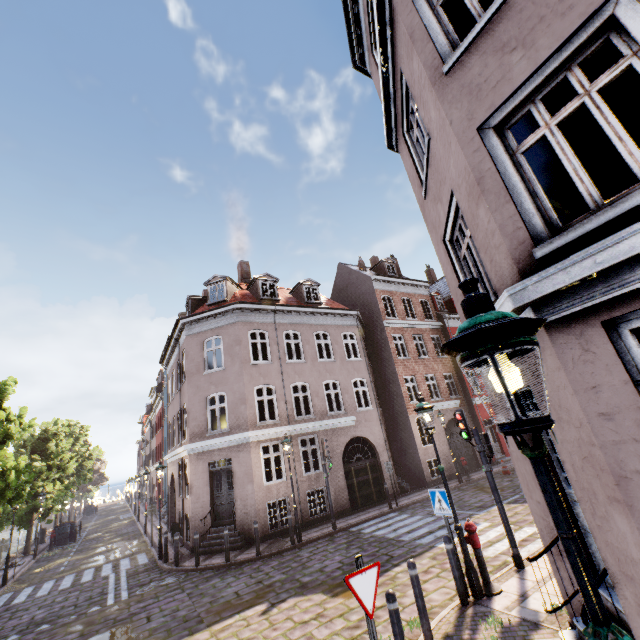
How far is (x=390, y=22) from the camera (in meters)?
5.75

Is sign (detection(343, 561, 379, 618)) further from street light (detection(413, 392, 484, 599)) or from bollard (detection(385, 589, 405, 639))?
street light (detection(413, 392, 484, 599))

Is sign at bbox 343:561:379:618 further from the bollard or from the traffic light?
the traffic light

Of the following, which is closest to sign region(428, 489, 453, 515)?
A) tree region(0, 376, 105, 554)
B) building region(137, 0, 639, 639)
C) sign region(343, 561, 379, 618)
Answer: building region(137, 0, 639, 639)

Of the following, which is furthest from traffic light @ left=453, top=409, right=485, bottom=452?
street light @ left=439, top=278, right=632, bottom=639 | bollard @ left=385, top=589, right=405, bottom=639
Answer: bollard @ left=385, top=589, right=405, bottom=639

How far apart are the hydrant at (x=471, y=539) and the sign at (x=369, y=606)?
4.0 meters

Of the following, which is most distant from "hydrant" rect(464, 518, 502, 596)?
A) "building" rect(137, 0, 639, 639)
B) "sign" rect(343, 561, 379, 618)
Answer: "sign" rect(343, 561, 379, 618)

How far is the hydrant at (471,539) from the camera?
6.3 meters
